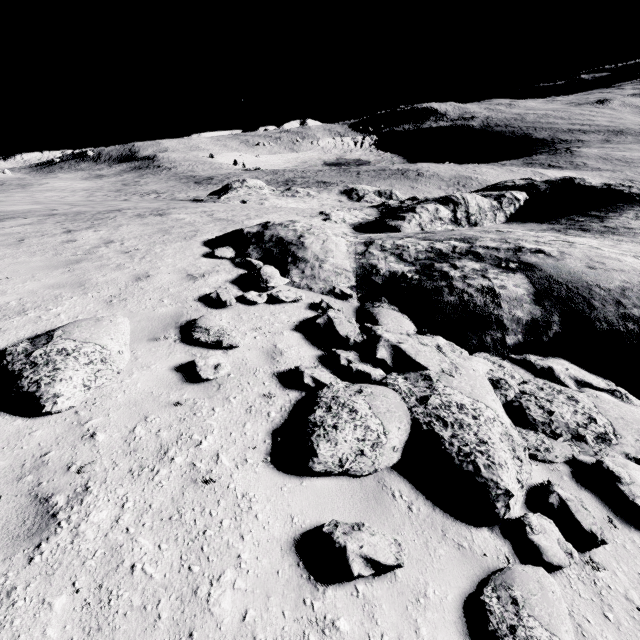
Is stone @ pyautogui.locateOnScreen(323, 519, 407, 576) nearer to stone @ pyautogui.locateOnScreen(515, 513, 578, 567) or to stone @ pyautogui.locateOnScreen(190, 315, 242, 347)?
stone @ pyautogui.locateOnScreen(515, 513, 578, 567)

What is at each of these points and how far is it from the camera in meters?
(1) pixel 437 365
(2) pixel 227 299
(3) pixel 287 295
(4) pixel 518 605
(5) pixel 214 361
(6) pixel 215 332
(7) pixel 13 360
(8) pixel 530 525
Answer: (1) stone, 5.3
(2) stone, 6.6
(3) stone, 7.3
(4) stone, 2.6
(5) stone, 4.8
(6) stone, 5.4
(7) stone, 4.0
(8) stone, 3.3

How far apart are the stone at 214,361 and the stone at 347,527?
2.5m

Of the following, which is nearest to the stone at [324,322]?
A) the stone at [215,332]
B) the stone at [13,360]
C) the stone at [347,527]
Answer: the stone at [347,527]

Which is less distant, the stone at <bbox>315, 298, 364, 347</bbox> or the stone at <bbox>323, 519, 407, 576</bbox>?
the stone at <bbox>323, 519, 407, 576</bbox>

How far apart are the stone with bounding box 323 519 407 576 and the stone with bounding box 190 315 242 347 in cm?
314

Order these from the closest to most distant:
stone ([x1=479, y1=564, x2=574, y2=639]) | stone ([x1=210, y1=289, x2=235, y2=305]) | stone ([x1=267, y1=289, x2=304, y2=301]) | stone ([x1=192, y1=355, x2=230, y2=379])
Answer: stone ([x1=479, y1=564, x2=574, y2=639])
stone ([x1=192, y1=355, x2=230, y2=379])
stone ([x1=210, y1=289, x2=235, y2=305])
stone ([x1=267, y1=289, x2=304, y2=301])

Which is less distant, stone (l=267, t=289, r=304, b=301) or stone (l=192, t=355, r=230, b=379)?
stone (l=192, t=355, r=230, b=379)
